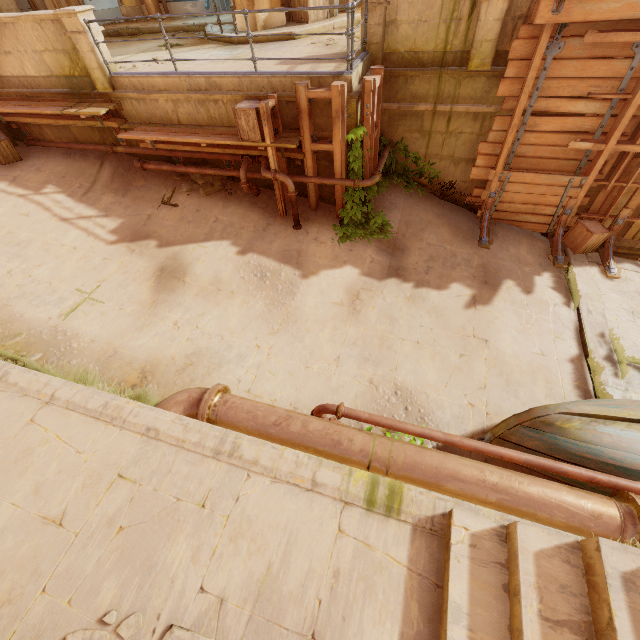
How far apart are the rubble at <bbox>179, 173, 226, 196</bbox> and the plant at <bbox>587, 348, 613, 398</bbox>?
9.05m

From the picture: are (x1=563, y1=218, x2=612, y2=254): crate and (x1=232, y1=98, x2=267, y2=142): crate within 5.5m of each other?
no

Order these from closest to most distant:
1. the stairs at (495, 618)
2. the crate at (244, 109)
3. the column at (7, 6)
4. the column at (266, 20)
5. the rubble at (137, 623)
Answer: the stairs at (495, 618)
the rubble at (137, 623)
the crate at (244, 109)
the column at (266, 20)
the column at (7, 6)

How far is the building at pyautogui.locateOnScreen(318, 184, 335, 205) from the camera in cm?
812

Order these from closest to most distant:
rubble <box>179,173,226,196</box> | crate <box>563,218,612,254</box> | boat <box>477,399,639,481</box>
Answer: boat <box>477,399,639,481</box> < crate <box>563,218,612,254</box> < rubble <box>179,173,226,196</box>

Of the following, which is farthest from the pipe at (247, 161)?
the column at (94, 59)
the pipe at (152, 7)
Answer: the pipe at (152, 7)

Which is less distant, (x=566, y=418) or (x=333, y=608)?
(x=333, y=608)

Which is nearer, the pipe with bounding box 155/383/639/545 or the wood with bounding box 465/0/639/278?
the pipe with bounding box 155/383/639/545
